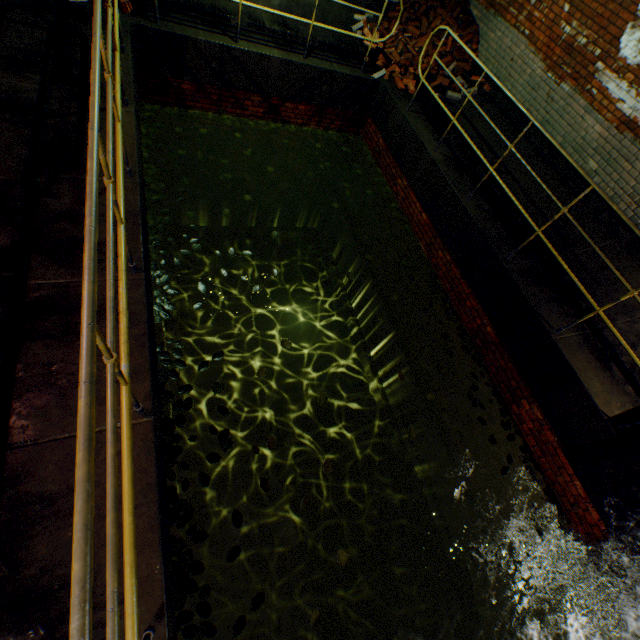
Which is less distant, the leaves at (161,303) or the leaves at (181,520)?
the leaves at (181,520)

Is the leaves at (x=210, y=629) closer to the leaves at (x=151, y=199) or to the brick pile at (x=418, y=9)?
the leaves at (x=151, y=199)

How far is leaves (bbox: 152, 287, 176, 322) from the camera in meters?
3.9

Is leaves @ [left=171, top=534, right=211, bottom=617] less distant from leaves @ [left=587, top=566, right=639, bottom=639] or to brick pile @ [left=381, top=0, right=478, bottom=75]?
leaves @ [left=587, top=566, right=639, bottom=639]

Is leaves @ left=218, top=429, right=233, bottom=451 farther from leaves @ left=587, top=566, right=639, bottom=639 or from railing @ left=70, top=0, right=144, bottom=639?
leaves @ left=587, top=566, right=639, bottom=639

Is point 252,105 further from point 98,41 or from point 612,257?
point 612,257

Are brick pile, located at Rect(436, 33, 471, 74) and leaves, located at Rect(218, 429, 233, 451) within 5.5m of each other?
no
